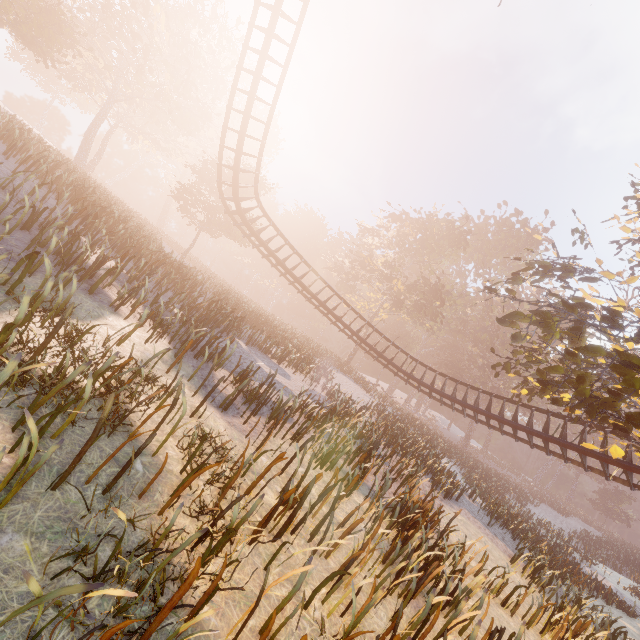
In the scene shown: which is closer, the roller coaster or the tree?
the tree

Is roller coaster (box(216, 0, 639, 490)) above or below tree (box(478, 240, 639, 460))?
below

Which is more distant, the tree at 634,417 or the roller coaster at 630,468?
the roller coaster at 630,468

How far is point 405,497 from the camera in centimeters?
916cm

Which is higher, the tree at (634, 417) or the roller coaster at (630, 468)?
the tree at (634, 417)
